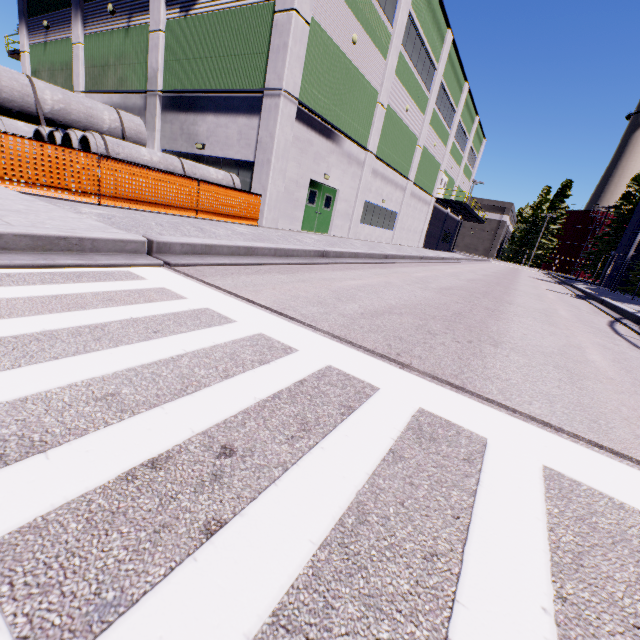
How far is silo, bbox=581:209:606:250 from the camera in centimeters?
5753cm

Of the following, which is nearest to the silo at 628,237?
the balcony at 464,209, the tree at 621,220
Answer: the tree at 621,220

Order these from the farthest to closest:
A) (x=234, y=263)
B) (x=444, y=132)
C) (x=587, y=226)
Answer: (x=587, y=226)
(x=444, y=132)
(x=234, y=263)

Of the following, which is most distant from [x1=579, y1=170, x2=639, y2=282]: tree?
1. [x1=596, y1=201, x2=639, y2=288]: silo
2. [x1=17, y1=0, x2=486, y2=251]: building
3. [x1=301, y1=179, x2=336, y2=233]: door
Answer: [x1=301, y1=179, x2=336, y2=233]: door

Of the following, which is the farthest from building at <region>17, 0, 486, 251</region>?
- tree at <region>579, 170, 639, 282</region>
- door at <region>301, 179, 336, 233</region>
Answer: tree at <region>579, 170, 639, 282</region>

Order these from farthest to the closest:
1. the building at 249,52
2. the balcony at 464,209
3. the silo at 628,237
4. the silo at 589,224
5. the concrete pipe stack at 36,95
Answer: the silo at 589,224 → the silo at 628,237 → the balcony at 464,209 → the building at 249,52 → the concrete pipe stack at 36,95

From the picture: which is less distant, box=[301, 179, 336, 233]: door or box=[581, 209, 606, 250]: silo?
box=[301, 179, 336, 233]: door

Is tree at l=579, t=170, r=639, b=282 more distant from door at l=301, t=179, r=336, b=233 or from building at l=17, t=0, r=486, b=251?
door at l=301, t=179, r=336, b=233
